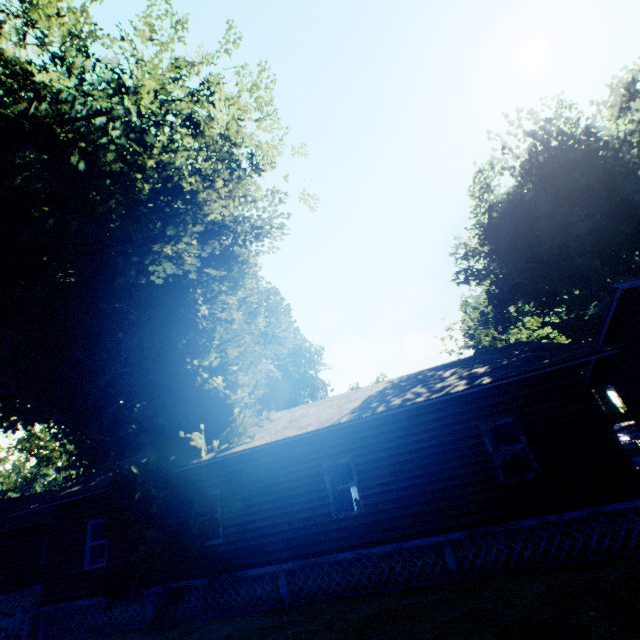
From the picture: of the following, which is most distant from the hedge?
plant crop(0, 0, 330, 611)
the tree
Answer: the tree

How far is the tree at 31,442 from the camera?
38.6m

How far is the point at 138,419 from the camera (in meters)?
13.48

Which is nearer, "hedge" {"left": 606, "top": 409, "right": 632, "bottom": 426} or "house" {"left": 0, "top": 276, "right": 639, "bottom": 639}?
"house" {"left": 0, "top": 276, "right": 639, "bottom": 639}

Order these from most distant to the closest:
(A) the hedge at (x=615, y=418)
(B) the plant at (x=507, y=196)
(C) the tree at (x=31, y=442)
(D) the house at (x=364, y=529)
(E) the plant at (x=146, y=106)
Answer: (A) the hedge at (x=615, y=418)
(C) the tree at (x=31, y=442)
(B) the plant at (x=507, y=196)
(D) the house at (x=364, y=529)
(E) the plant at (x=146, y=106)

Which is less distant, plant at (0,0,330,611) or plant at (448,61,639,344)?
plant at (0,0,330,611)

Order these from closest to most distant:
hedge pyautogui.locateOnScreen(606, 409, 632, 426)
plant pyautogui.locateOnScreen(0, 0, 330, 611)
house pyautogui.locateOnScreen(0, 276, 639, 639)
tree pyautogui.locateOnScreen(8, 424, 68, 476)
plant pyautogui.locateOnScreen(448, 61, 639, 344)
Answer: plant pyautogui.locateOnScreen(0, 0, 330, 611), house pyautogui.locateOnScreen(0, 276, 639, 639), plant pyautogui.locateOnScreen(448, 61, 639, 344), tree pyautogui.locateOnScreen(8, 424, 68, 476), hedge pyautogui.locateOnScreen(606, 409, 632, 426)

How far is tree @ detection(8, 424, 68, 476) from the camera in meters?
38.6 m
